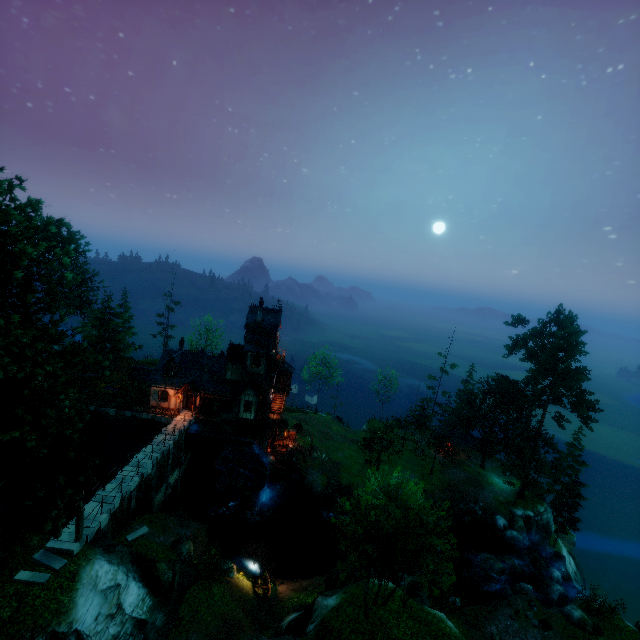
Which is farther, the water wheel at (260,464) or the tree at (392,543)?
the water wheel at (260,464)

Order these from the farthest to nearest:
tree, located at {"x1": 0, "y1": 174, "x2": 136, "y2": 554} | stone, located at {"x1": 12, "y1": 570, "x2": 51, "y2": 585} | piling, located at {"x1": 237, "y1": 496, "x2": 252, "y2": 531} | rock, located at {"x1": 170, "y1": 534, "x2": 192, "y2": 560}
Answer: piling, located at {"x1": 237, "y1": 496, "x2": 252, "y2": 531}, rock, located at {"x1": 170, "y1": 534, "x2": 192, "y2": 560}, stone, located at {"x1": 12, "y1": 570, "x2": 51, "y2": 585}, tree, located at {"x1": 0, "y1": 174, "x2": 136, "y2": 554}

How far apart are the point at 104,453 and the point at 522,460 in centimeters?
5276cm

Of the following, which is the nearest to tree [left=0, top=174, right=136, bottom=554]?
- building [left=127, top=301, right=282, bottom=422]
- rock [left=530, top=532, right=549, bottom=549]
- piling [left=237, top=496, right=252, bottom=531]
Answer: rock [left=530, top=532, right=549, bottom=549]

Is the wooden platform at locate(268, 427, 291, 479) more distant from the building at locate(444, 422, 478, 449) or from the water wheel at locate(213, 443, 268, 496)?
the building at locate(444, 422, 478, 449)

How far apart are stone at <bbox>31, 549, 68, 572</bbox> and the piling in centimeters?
1810cm

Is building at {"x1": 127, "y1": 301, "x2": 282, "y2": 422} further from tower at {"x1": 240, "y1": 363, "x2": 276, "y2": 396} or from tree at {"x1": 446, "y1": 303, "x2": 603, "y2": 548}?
tree at {"x1": 446, "y1": 303, "x2": 603, "y2": 548}

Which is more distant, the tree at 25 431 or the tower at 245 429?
the tower at 245 429
